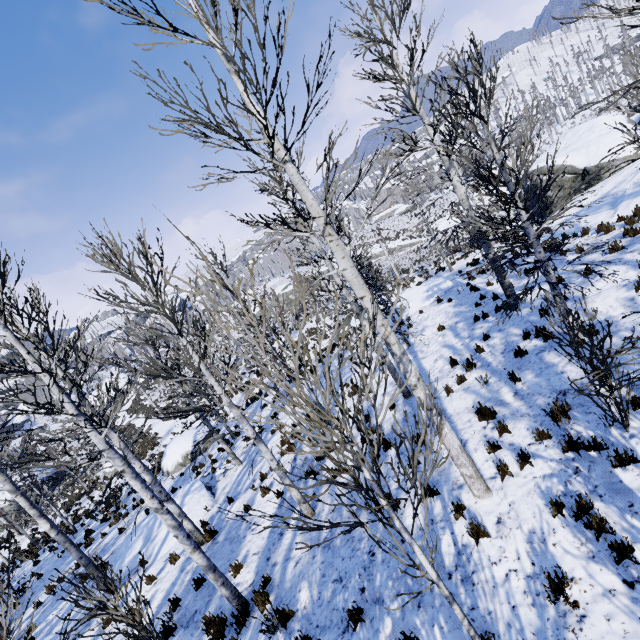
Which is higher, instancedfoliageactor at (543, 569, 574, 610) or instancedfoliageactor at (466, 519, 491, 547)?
instancedfoliageactor at (543, 569, 574, 610)

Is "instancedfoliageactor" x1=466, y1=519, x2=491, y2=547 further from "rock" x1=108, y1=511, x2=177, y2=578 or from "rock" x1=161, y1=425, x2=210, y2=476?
"rock" x1=161, y1=425, x2=210, y2=476

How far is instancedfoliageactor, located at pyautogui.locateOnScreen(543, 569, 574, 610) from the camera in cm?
364

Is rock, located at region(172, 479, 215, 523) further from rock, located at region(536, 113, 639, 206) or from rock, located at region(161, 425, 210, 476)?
rock, located at region(536, 113, 639, 206)

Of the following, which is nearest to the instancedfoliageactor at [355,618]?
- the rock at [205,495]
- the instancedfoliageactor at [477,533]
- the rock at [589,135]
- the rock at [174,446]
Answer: the rock at [205,495]

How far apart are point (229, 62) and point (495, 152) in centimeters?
509cm

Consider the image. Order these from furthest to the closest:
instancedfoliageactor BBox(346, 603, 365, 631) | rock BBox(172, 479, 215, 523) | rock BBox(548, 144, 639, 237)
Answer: rock BBox(548, 144, 639, 237), rock BBox(172, 479, 215, 523), instancedfoliageactor BBox(346, 603, 365, 631)

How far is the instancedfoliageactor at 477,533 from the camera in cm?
477
